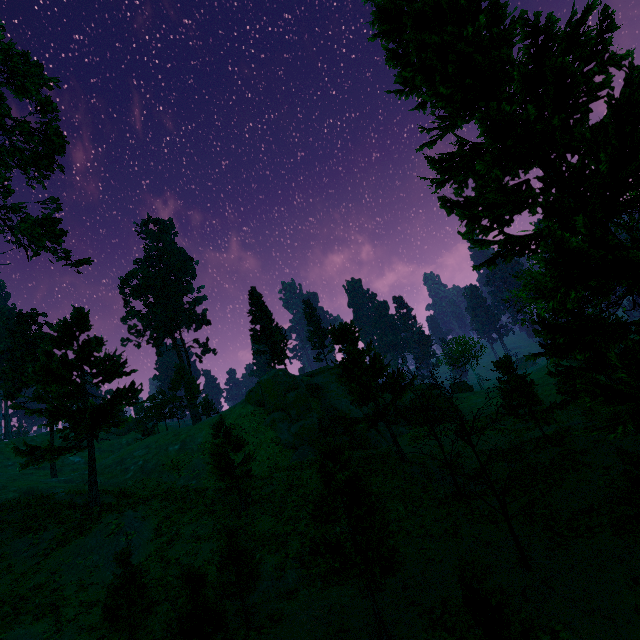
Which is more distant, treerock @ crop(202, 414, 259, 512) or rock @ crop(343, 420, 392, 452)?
rock @ crop(343, 420, 392, 452)

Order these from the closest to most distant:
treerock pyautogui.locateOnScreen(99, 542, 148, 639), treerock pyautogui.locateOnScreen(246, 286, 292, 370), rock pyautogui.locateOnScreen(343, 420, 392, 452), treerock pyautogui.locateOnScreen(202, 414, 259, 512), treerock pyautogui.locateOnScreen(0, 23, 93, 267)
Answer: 1. treerock pyautogui.locateOnScreen(99, 542, 148, 639)
2. treerock pyautogui.locateOnScreen(202, 414, 259, 512)
3. treerock pyautogui.locateOnScreen(0, 23, 93, 267)
4. rock pyautogui.locateOnScreen(343, 420, 392, 452)
5. treerock pyautogui.locateOnScreen(246, 286, 292, 370)

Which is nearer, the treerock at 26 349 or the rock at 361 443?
the treerock at 26 349

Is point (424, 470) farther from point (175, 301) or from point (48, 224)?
point (175, 301)

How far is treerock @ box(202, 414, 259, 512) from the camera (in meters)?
20.30

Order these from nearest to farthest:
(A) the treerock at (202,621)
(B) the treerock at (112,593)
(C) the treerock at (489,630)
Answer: (C) the treerock at (489,630) < (A) the treerock at (202,621) < (B) the treerock at (112,593)

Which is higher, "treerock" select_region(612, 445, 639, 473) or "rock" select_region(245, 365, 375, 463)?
"rock" select_region(245, 365, 375, 463)
